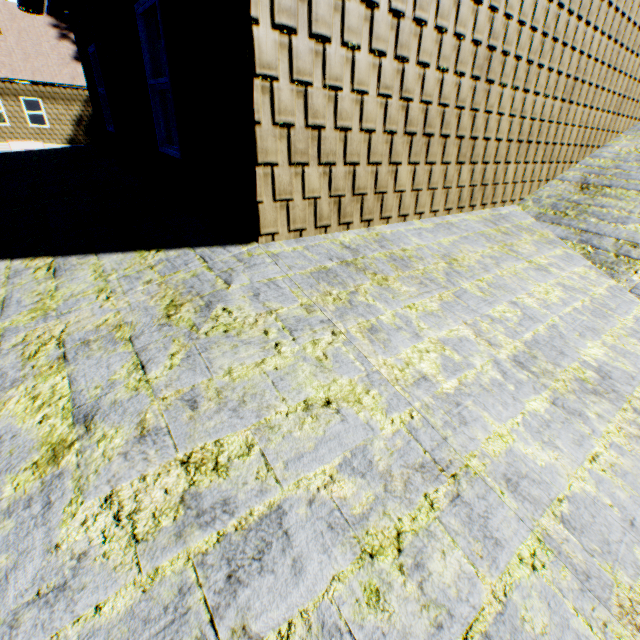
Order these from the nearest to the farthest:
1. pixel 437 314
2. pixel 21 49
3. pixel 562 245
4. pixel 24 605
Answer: pixel 24 605, pixel 437 314, pixel 562 245, pixel 21 49
